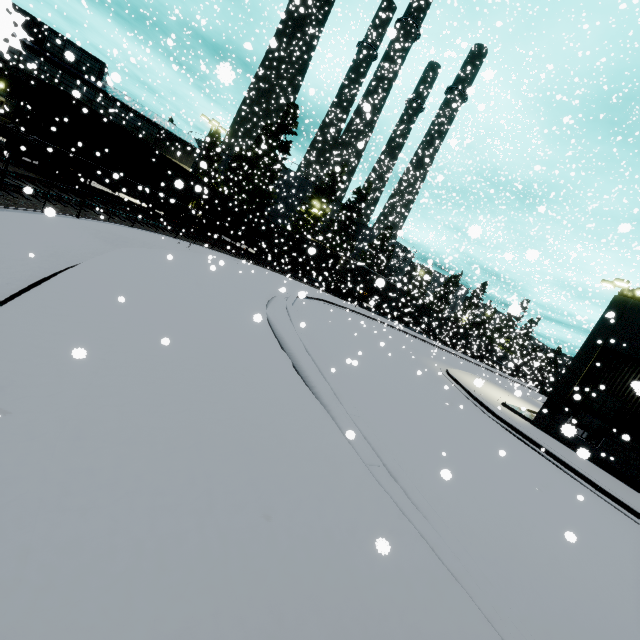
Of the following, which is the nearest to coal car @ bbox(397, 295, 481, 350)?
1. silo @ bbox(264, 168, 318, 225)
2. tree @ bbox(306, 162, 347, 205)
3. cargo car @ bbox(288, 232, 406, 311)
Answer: cargo car @ bbox(288, 232, 406, 311)

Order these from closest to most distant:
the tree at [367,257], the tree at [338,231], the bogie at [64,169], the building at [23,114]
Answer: the bogie at [64,169]
the building at [23,114]
the tree at [338,231]
the tree at [367,257]

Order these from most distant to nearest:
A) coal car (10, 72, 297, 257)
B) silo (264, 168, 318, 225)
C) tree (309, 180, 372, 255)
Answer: silo (264, 168, 318, 225) < tree (309, 180, 372, 255) < coal car (10, 72, 297, 257)

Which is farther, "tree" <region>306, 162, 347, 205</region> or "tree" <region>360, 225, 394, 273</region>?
"tree" <region>360, 225, 394, 273</region>

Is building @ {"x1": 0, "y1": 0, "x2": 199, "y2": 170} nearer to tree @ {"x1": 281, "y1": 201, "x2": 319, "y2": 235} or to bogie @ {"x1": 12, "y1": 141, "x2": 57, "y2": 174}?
bogie @ {"x1": 12, "y1": 141, "x2": 57, "y2": 174}

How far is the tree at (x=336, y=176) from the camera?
43.2 meters

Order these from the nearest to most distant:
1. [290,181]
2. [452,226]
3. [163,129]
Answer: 1. [163,129]
2. [452,226]
3. [290,181]

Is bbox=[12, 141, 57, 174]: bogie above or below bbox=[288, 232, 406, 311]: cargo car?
below
